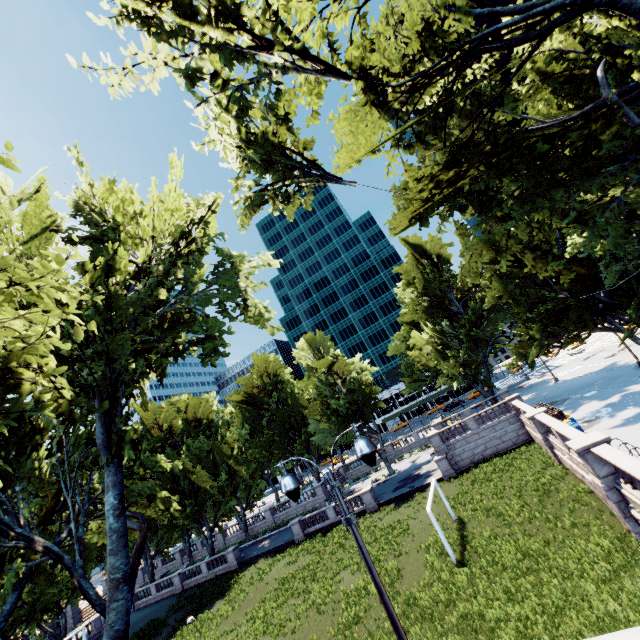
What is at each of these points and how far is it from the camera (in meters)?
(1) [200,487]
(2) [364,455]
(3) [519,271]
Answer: (1) tree, 43.09
(2) light, 6.11
(3) tree, 24.89

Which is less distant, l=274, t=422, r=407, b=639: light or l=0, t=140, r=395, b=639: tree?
l=274, t=422, r=407, b=639: light

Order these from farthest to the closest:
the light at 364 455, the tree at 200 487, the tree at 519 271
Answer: the tree at 519 271
the tree at 200 487
the light at 364 455

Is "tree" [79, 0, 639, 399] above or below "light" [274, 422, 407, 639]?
above

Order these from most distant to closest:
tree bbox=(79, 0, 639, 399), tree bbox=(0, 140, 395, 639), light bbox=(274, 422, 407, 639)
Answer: tree bbox=(79, 0, 639, 399)
tree bbox=(0, 140, 395, 639)
light bbox=(274, 422, 407, 639)

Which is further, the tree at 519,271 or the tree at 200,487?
the tree at 519,271

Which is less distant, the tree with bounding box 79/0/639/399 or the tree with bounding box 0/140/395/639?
the tree with bounding box 0/140/395/639
